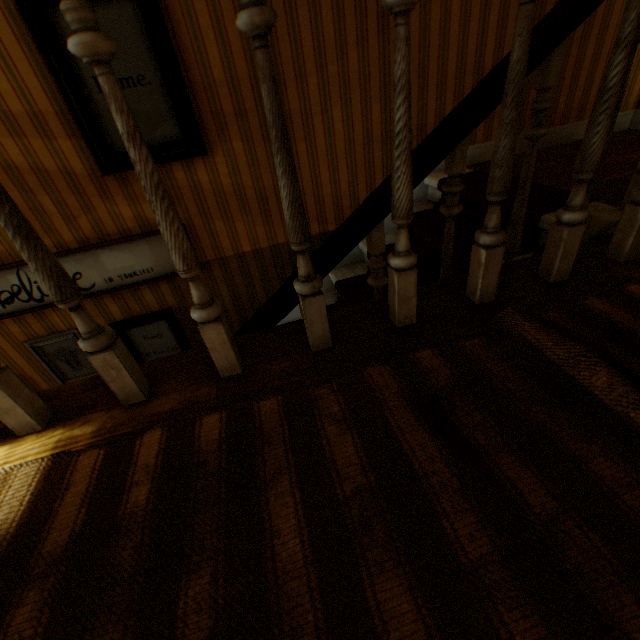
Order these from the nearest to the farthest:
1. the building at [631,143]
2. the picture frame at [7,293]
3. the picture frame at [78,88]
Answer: the building at [631,143] < the picture frame at [78,88] < the picture frame at [7,293]

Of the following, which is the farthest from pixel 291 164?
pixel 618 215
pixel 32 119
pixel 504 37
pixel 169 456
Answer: pixel 504 37

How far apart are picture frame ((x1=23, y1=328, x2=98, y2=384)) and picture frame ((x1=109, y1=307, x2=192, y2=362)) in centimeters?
25cm

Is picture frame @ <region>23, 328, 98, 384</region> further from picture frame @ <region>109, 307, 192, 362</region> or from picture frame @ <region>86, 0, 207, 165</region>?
picture frame @ <region>86, 0, 207, 165</region>

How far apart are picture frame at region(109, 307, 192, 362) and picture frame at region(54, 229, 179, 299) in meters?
0.3

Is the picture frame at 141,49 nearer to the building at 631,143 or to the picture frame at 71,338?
the building at 631,143

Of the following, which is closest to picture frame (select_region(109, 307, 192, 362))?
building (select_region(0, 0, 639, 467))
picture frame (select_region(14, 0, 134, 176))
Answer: building (select_region(0, 0, 639, 467))

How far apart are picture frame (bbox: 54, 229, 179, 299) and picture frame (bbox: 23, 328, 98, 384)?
0.3 meters
